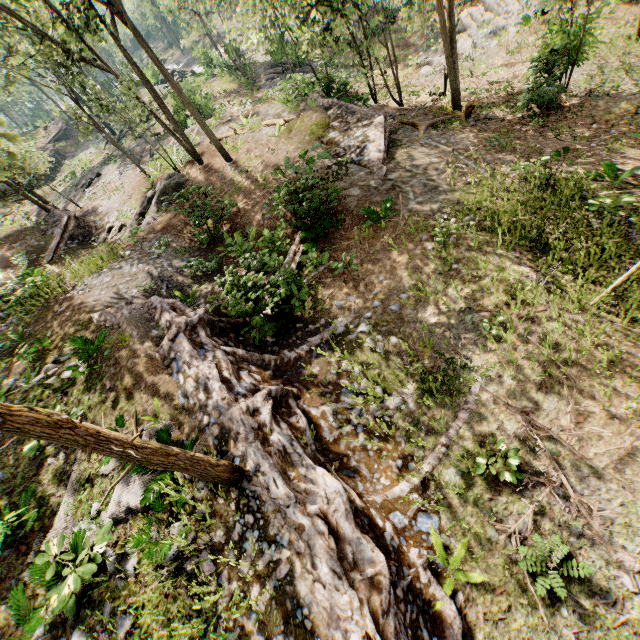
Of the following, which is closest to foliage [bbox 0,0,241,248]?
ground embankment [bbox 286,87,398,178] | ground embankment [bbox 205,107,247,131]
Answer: ground embankment [bbox 205,107,247,131]

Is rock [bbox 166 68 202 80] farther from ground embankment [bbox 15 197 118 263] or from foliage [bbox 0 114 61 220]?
ground embankment [bbox 15 197 118 263]

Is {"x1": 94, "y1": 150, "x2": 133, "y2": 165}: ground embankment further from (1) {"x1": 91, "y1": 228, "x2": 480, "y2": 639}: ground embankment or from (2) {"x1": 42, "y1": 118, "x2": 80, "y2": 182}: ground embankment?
(1) {"x1": 91, "y1": 228, "x2": 480, "y2": 639}: ground embankment

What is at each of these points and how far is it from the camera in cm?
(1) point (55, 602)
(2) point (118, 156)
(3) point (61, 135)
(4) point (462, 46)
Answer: (1) foliage, 555
(2) ground embankment, 2681
(3) ground embankment, 4766
(4) foliage, 2183

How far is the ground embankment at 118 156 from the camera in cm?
2683

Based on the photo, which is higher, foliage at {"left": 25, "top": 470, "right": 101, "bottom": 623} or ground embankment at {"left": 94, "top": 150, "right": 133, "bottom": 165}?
foliage at {"left": 25, "top": 470, "right": 101, "bottom": 623}

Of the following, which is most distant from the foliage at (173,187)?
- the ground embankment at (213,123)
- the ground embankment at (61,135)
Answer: the ground embankment at (61,135)

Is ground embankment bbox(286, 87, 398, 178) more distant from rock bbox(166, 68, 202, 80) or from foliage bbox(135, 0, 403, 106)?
rock bbox(166, 68, 202, 80)
